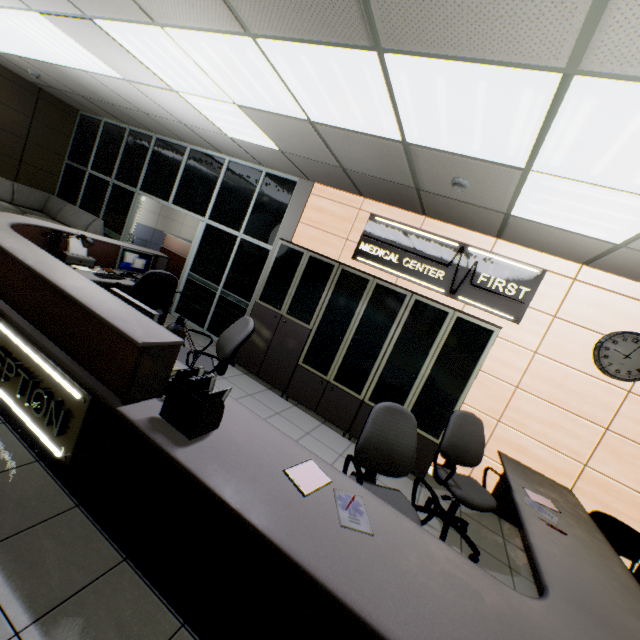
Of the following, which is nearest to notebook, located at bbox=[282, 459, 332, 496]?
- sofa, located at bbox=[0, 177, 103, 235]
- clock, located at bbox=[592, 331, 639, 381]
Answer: clock, located at bbox=[592, 331, 639, 381]

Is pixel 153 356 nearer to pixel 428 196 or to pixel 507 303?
pixel 428 196

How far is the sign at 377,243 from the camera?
4.11m

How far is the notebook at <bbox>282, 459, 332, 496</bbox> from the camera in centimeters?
188cm

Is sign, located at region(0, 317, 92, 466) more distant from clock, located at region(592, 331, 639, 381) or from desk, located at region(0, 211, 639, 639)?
clock, located at region(592, 331, 639, 381)

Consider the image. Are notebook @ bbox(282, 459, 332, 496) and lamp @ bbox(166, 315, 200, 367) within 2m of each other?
yes

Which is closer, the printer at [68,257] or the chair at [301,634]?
the chair at [301,634]

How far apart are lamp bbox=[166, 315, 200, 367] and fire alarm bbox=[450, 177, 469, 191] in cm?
273
